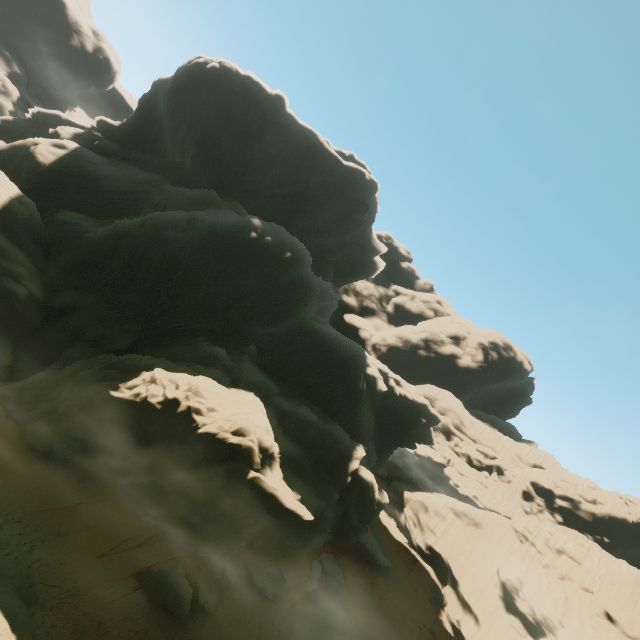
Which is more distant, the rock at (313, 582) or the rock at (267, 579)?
the rock at (313, 582)

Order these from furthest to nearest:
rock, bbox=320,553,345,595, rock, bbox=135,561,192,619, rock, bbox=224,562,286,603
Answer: rock, bbox=320,553,345,595, rock, bbox=224,562,286,603, rock, bbox=135,561,192,619

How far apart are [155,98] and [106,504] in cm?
5811

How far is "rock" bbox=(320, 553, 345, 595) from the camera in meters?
31.7

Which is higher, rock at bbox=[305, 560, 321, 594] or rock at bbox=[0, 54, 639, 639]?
rock at bbox=[0, 54, 639, 639]
